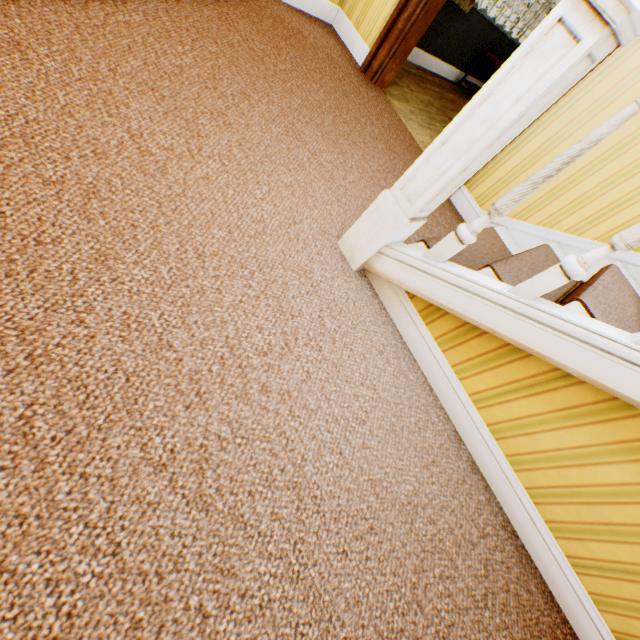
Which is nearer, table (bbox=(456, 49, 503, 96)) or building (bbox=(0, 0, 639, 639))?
building (bbox=(0, 0, 639, 639))

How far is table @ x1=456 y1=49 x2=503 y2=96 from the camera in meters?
4.8 m

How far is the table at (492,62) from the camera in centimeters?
480cm

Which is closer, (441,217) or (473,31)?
(441,217)

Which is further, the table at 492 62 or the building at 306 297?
the table at 492 62
